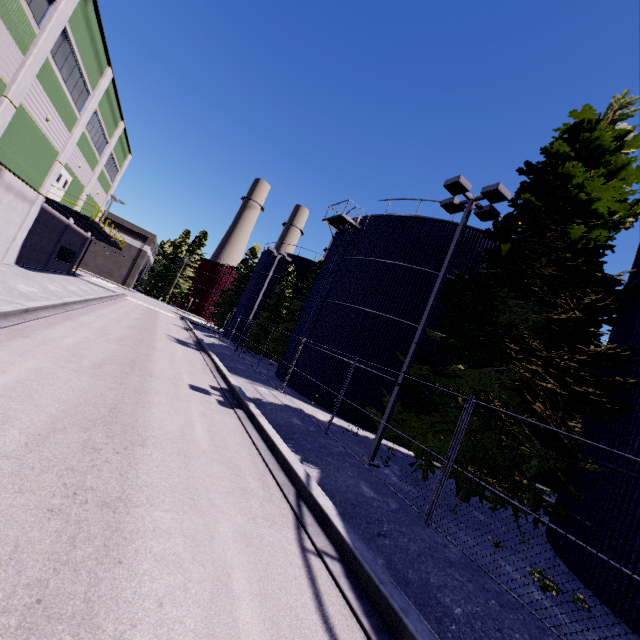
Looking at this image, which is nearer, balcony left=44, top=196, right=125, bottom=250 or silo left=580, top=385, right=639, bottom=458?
silo left=580, top=385, right=639, bottom=458

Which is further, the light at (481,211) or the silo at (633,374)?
the light at (481,211)

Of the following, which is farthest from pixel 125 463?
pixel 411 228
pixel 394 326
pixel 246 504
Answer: pixel 411 228

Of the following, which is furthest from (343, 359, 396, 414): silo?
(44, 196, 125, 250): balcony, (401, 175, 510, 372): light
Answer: (44, 196, 125, 250): balcony

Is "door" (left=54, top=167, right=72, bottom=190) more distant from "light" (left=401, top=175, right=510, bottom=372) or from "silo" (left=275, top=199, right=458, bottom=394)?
"light" (left=401, top=175, right=510, bottom=372)

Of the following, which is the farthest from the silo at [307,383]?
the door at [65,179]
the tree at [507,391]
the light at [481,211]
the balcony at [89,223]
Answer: the door at [65,179]

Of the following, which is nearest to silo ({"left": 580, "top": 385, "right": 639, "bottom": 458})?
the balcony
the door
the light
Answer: the light

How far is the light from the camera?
10.8 meters
